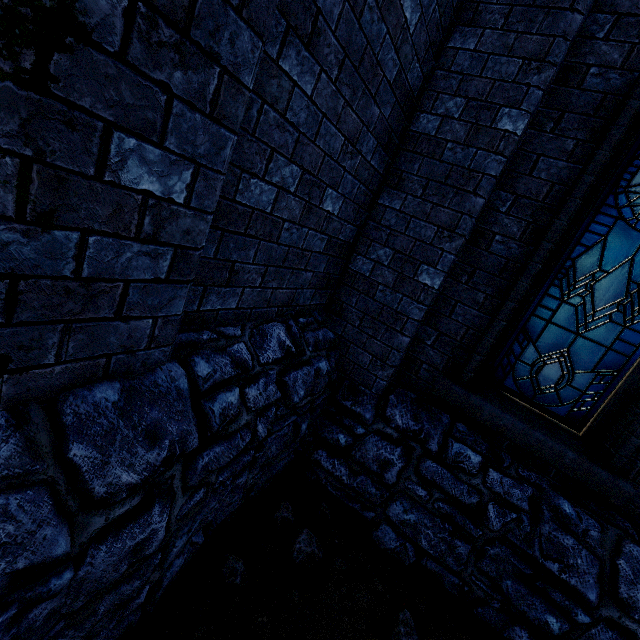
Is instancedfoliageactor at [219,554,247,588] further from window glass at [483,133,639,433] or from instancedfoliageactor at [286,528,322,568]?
window glass at [483,133,639,433]

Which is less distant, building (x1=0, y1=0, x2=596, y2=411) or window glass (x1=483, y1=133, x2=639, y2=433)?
building (x1=0, y1=0, x2=596, y2=411)

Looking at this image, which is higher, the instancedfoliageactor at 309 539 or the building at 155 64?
the building at 155 64

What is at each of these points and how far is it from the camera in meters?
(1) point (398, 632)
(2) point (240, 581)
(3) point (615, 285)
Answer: (1) instancedfoliageactor, 2.4
(2) instancedfoliageactor, 2.3
(3) window glass, 3.0

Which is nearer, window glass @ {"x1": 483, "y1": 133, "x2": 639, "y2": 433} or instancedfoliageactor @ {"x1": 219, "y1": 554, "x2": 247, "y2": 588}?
instancedfoliageactor @ {"x1": 219, "y1": 554, "x2": 247, "y2": 588}

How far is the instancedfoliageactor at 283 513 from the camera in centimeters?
283cm

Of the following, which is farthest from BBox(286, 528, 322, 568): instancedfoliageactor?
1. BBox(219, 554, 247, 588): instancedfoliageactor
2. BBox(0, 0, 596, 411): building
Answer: BBox(0, 0, 596, 411): building

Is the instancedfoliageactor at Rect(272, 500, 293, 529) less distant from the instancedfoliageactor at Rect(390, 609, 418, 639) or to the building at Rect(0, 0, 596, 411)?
the instancedfoliageactor at Rect(390, 609, 418, 639)
